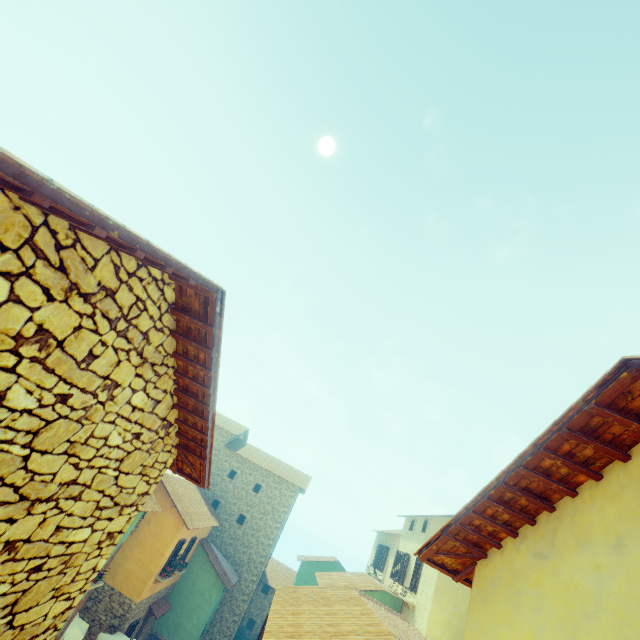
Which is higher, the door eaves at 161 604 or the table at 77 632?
the door eaves at 161 604

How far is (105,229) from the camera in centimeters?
156cm

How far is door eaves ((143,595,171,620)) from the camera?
17.3 meters

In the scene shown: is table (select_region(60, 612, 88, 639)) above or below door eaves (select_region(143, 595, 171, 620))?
below

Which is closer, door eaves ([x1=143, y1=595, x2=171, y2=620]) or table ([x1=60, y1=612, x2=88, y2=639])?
table ([x1=60, y1=612, x2=88, y2=639])

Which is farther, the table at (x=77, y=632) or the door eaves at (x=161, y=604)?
the door eaves at (x=161, y=604)
